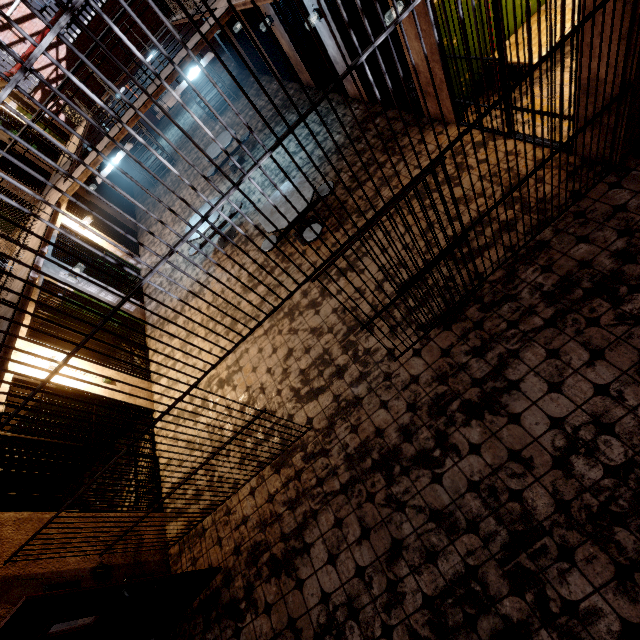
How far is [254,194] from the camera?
8.7m

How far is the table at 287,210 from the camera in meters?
5.7

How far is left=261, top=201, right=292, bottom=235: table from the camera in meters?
5.7 m

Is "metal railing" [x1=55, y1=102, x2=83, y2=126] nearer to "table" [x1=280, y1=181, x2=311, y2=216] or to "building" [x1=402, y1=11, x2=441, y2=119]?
"building" [x1=402, y1=11, x2=441, y2=119]

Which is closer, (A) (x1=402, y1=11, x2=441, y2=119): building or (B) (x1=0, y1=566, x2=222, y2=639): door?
(B) (x1=0, y1=566, x2=222, y2=639): door

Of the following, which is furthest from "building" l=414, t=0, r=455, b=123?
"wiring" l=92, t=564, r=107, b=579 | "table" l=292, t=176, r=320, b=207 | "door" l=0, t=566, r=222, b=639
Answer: "wiring" l=92, t=564, r=107, b=579

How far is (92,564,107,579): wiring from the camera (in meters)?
3.92

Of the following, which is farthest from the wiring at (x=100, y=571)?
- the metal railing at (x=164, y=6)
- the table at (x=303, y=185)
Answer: the metal railing at (x=164, y=6)
